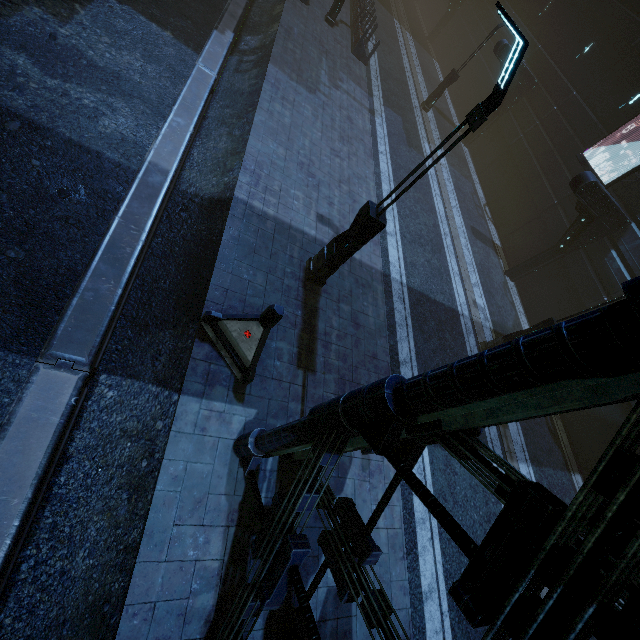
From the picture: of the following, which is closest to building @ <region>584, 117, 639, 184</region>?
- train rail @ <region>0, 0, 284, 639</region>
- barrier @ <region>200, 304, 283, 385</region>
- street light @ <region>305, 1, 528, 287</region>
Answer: train rail @ <region>0, 0, 284, 639</region>

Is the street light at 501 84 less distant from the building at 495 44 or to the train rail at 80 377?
the train rail at 80 377

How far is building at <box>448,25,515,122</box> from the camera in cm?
1850

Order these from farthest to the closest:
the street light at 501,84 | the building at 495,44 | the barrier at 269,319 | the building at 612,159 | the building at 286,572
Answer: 1. the building at 495,44
2. the building at 612,159
3. the barrier at 269,319
4. the street light at 501,84
5. the building at 286,572

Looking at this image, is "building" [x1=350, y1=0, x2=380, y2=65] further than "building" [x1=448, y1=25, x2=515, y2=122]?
No

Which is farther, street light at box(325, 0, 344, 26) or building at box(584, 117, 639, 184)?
street light at box(325, 0, 344, 26)

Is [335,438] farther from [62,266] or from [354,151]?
[354,151]

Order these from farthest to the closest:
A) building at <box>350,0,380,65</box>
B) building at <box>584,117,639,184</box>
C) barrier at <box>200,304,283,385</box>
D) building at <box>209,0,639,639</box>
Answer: building at <box>350,0,380,65</box> → building at <box>584,117,639,184</box> → barrier at <box>200,304,283,385</box> → building at <box>209,0,639,639</box>
